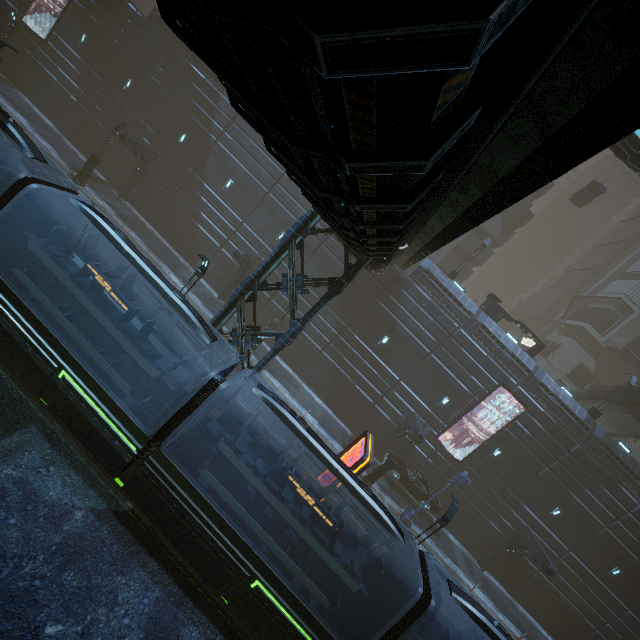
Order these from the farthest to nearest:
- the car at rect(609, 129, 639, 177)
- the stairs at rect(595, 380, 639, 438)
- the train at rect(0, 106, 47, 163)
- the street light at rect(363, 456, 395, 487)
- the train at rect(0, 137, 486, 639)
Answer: the stairs at rect(595, 380, 639, 438)
the street light at rect(363, 456, 395, 487)
the car at rect(609, 129, 639, 177)
the train at rect(0, 106, 47, 163)
the train at rect(0, 137, 486, 639)

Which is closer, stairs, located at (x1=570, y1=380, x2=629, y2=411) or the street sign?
the street sign

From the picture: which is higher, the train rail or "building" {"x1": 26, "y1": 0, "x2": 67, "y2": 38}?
"building" {"x1": 26, "y1": 0, "x2": 67, "y2": 38}

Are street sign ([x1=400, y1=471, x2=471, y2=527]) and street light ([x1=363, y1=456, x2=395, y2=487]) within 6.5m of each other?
yes

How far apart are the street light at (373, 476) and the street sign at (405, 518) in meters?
2.8

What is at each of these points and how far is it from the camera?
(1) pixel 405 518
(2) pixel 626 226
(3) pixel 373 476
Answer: (1) street sign, 21.1 meters
(2) building, 54.0 meters
(3) street light, 21.4 meters

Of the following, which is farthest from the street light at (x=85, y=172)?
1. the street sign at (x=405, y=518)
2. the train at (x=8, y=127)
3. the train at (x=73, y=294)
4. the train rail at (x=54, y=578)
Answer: the street sign at (x=405, y=518)

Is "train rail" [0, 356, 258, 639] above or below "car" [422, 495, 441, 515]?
below
